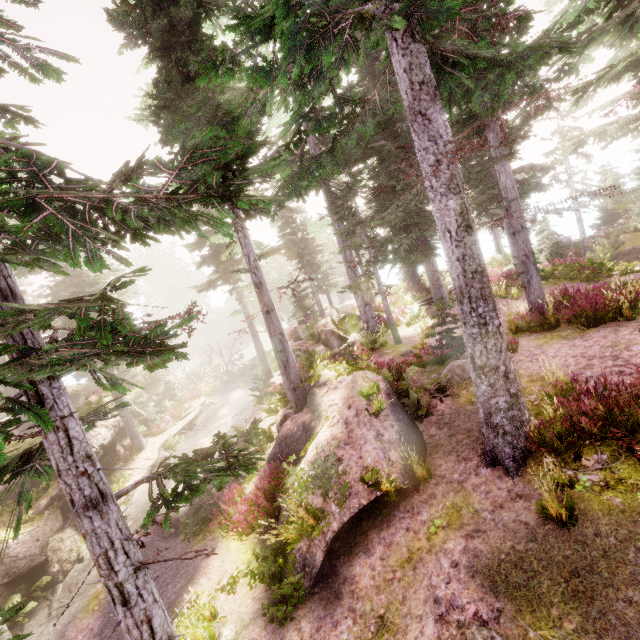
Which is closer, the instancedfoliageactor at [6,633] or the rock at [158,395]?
the instancedfoliageactor at [6,633]

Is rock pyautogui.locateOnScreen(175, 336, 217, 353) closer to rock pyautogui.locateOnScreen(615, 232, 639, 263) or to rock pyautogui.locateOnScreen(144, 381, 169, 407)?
rock pyautogui.locateOnScreen(144, 381, 169, 407)

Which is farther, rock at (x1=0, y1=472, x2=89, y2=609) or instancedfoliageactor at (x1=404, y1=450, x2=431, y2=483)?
rock at (x1=0, y1=472, x2=89, y2=609)

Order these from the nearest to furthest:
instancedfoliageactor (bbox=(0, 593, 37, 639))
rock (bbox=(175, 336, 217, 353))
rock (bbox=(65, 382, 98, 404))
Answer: instancedfoliageactor (bbox=(0, 593, 37, 639)), rock (bbox=(65, 382, 98, 404)), rock (bbox=(175, 336, 217, 353))

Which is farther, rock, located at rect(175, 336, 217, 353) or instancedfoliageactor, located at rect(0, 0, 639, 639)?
rock, located at rect(175, 336, 217, 353)

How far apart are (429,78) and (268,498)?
10.0m

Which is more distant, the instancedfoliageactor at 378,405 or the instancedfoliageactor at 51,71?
the instancedfoliageactor at 378,405

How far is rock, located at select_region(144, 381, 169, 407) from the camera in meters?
24.8 m
